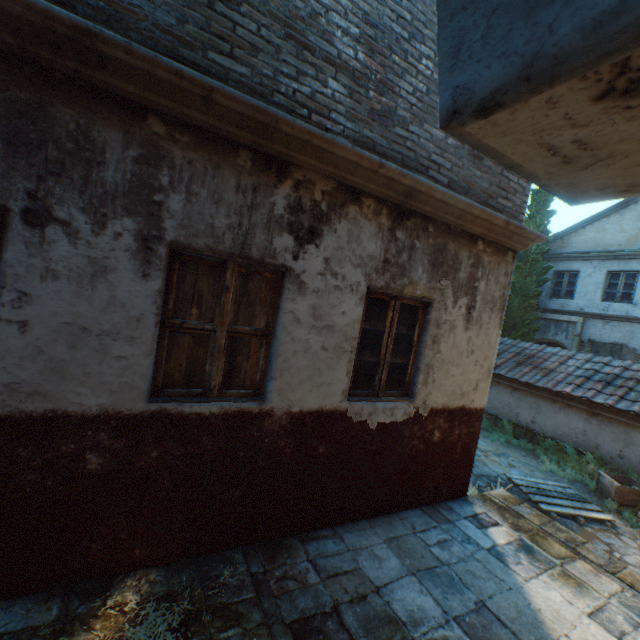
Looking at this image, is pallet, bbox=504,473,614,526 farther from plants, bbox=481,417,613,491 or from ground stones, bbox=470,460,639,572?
plants, bbox=481,417,613,491

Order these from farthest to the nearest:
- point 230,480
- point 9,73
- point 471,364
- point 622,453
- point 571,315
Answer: point 571,315 < point 622,453 < point 471,364 < point 230,480 < point 9,73

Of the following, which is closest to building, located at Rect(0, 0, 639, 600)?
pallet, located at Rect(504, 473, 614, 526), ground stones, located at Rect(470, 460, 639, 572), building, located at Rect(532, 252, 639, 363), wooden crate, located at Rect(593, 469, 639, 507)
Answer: ground stones, located at Rect(470, 460, 639, 572)

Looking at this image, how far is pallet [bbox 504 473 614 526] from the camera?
6.6 meters

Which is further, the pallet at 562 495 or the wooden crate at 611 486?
the wooden crate at 611 486

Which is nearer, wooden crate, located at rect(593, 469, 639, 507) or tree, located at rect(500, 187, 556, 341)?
wooden crate, located at rect(593, 469, 639, 507)

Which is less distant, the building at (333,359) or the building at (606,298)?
the building at (333,359)

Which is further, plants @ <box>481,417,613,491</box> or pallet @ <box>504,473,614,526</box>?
plants @ <box>481,417,613,491</box>
